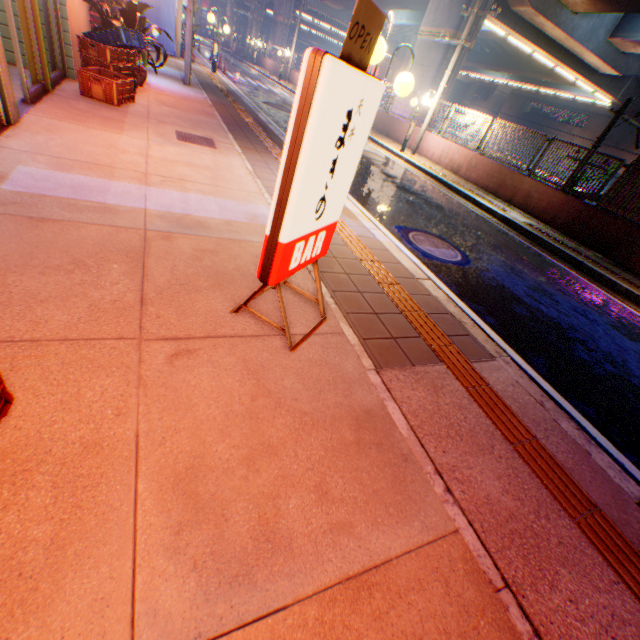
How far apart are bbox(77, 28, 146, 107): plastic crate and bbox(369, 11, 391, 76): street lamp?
4.4 meters

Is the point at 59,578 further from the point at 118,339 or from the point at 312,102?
the point at 312,102

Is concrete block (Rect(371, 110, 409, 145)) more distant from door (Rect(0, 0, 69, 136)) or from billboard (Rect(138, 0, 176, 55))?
door (Rect(0, 0, 69, 136))

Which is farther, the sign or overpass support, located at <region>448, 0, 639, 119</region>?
overpass support, located at <region>448, 0, 639, 119</region>

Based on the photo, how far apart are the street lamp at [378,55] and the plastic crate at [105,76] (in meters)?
4.36

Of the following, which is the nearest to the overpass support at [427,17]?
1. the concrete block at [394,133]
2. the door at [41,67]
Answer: the concrete block at [394,133]

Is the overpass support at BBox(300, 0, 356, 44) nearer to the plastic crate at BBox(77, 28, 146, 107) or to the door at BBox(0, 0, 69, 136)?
the plastic crate at BBox(77, 28, 146, 107)

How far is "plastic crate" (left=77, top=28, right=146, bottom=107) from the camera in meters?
5.8
